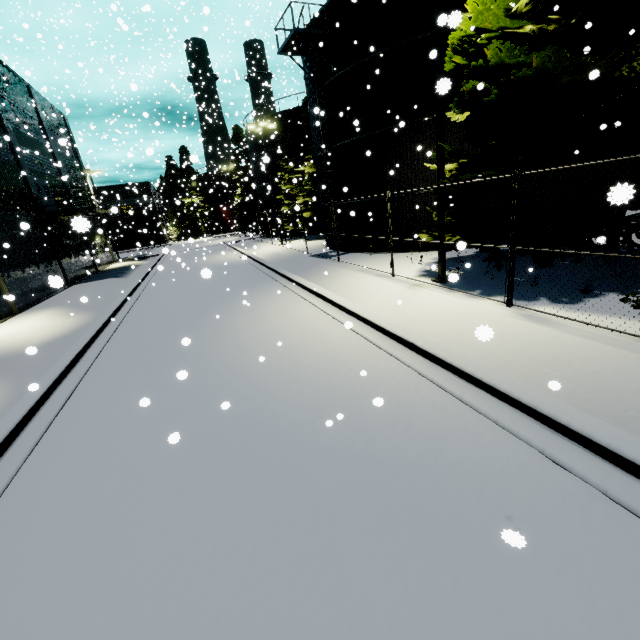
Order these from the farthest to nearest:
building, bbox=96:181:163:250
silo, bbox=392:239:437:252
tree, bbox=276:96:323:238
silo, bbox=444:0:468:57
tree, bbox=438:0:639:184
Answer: building, bbox=96:181:163:250 < tree, bbox=276:96:323:238 < silo, bbox=392:239:437:252 < tree, bbox=438:0:639:184 < silo, bbox=444:0:468:57

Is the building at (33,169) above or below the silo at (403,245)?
above

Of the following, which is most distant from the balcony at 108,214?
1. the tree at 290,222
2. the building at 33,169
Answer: the tree at 290,222

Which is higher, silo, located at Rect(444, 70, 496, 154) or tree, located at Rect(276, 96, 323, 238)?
silo, located at Rect(444, 70, 496, 154)

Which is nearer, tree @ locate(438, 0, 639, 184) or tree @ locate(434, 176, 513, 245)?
tree @ locate(438, 0, 639, 184)

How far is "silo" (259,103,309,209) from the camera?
31.6m

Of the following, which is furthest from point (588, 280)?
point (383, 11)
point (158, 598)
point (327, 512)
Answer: point (383, 11)

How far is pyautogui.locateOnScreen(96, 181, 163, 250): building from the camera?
54.62m
